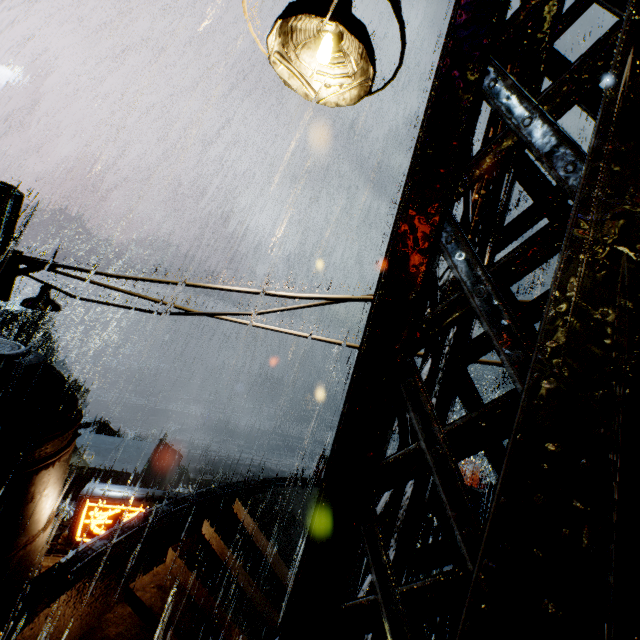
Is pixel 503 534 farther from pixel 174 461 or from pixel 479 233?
pixel 174 461

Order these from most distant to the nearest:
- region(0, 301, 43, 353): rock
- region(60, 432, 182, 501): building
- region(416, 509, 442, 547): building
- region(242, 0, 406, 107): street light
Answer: region(0, 301, 43, 353): rock < region(60, 432, 182, 501): building < region(416, 509, 442, 547): building < region(242, 0, 406, 107): street light

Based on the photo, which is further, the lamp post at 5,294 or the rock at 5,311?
the rock at 5,311

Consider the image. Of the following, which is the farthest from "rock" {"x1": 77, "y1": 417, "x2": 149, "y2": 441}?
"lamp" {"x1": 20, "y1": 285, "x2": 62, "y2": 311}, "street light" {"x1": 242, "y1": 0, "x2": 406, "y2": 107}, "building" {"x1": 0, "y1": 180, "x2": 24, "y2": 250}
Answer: "lamp" {"x1": 20, "y1": 285, "x2": 62, "y2": 311}

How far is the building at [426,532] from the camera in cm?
1164

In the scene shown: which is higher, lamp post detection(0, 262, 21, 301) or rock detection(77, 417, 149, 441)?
lamp post detection(0, 262, 21, 301)

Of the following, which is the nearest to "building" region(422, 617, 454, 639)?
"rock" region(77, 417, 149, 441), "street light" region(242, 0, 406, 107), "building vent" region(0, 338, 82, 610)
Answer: "building vent" region(0, 338, 82, 610)

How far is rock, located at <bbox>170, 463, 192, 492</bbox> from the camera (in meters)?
54.57
